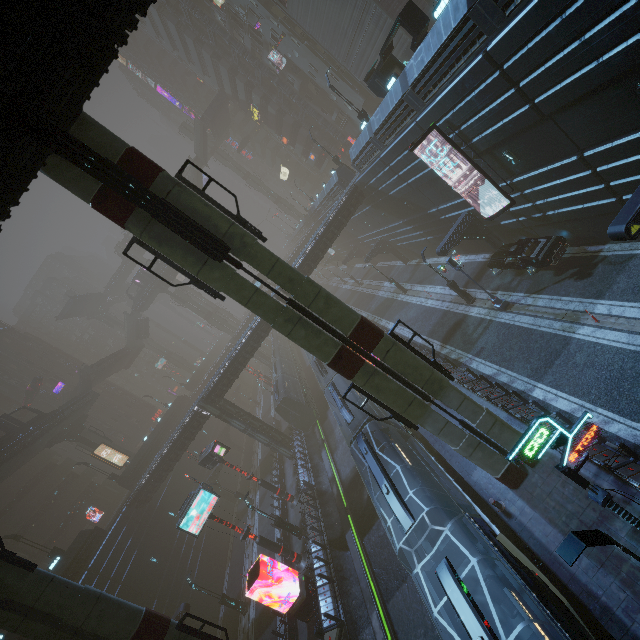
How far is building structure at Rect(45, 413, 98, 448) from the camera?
38.00m

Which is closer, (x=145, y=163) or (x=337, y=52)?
(x=145, y=163)

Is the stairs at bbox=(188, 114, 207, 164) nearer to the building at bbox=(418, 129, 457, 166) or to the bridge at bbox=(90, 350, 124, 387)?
the building at bbox=(418, 129, 457, 166)

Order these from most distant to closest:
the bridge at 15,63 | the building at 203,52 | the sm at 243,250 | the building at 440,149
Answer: the building at 203,52 < the building at 440,149 < the sm at 243,250 < the bridge at 15,63

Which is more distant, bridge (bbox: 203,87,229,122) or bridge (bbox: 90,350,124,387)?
bridge (bbox: 203,87,229,122)

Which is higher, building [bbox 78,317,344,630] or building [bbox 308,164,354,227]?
building [bbox 308,164,354,227]

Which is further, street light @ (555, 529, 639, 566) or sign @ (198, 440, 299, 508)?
sign @ (198, 440, 299, 508)

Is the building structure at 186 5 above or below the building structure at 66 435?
above
